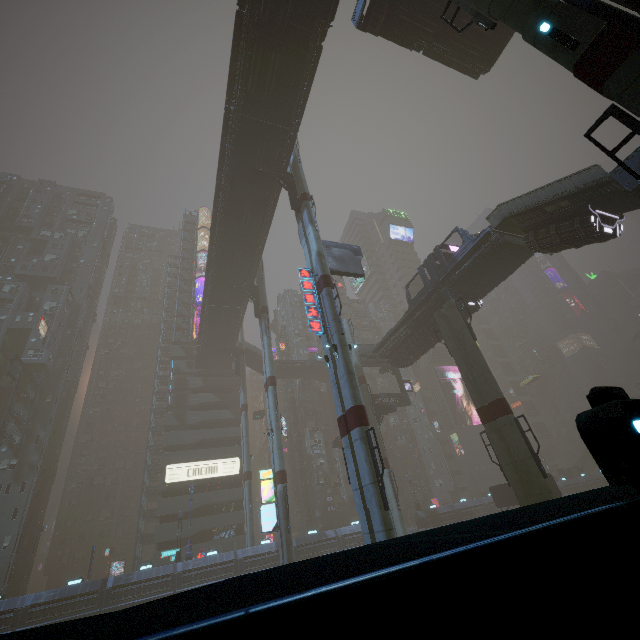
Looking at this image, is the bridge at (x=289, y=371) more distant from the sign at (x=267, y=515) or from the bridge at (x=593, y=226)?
the sign at (x=267, y=515)

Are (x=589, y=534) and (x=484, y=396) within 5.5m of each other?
no

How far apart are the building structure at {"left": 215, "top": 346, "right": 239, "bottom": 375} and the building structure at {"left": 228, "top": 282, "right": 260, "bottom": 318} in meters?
14.7

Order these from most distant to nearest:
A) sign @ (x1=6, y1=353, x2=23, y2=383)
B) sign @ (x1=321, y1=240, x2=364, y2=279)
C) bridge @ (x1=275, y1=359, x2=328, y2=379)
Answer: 1. bridge @ (x1=275, y1=359, x2=328, y2=379)
2. sign @ (x1=6, y1=353, x2=23, y2=383)
3. sign @ (x1=321, y1=240, x2=364, y2=279)

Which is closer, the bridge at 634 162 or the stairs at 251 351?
the bridge at 634 162

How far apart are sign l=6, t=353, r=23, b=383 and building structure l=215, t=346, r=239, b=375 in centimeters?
2626cm

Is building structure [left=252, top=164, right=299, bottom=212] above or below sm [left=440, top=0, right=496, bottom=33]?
above

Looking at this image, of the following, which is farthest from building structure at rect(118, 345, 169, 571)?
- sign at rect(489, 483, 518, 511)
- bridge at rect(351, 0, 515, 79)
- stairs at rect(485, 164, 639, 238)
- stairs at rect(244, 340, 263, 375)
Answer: bridge at rect(351, 0, 515, 79)
